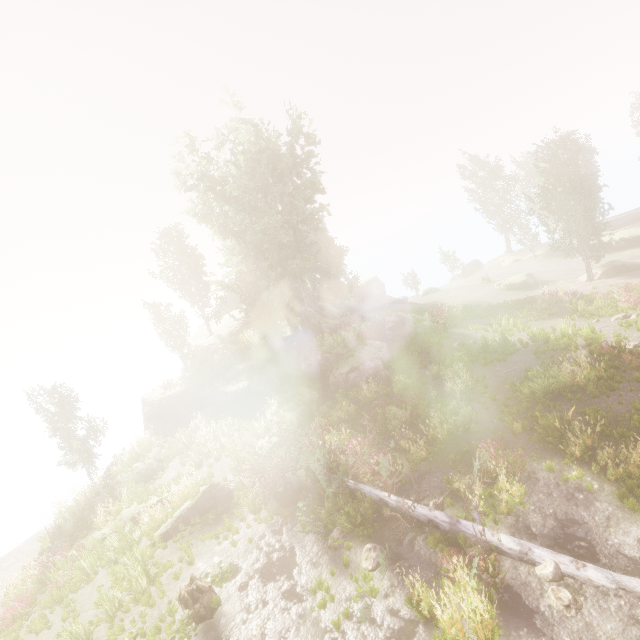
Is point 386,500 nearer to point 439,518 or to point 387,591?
point 439,518

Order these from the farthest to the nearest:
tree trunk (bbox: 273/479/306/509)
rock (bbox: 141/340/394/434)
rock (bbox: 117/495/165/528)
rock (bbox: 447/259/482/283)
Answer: rock (bbox: 447/259/482/283) → rock (bbox: 141/340/394/434) → rock (bbox: 117/495/165/528) → tree trunk (bbox: 273/479/306/509)

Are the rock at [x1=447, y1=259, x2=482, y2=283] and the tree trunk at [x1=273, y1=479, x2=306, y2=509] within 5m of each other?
no

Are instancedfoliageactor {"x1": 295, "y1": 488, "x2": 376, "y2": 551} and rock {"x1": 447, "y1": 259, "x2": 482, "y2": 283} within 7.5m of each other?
no

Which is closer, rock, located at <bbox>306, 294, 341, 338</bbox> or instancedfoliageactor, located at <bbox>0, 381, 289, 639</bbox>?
instancedfoliageactor, located at <bbox>0, 381, 289, 639</bbox>

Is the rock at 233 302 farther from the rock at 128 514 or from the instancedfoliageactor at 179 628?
the rock at 128 514

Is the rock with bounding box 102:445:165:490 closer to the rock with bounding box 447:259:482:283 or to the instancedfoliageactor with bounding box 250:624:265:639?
the instancedfoliageactor with bounding box 250:624:265:639

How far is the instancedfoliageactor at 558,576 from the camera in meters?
8.1 m
